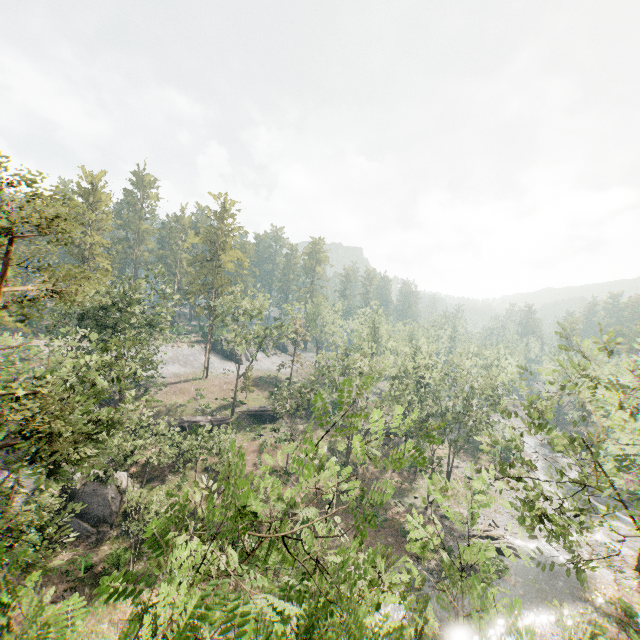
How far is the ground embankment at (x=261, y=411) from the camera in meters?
49.3

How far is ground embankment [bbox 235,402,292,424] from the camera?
49.3 meters

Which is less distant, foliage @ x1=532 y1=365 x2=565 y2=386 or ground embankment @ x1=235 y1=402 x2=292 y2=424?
foliage @ x1=532 y1=365 x2=565 y2=386

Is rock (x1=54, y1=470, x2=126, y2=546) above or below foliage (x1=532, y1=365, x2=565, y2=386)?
below

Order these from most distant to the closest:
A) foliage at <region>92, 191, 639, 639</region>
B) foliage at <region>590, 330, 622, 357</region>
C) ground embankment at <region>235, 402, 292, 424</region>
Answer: ground embankment at <region>235, 402, 292, 424</region>
foliage at <region>590, 330, 622, 357</region>
foliage at <region>92, 191, 639, 639</region>

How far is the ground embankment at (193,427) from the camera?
38.5 meters

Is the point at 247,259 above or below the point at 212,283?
above
